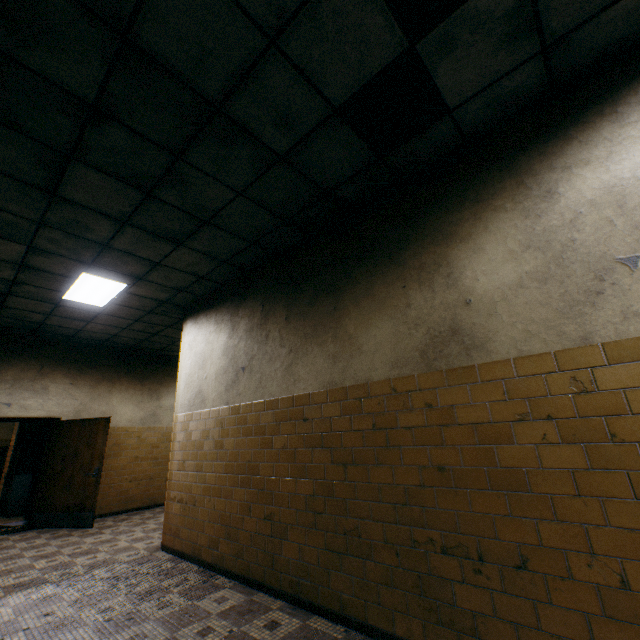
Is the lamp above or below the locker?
above

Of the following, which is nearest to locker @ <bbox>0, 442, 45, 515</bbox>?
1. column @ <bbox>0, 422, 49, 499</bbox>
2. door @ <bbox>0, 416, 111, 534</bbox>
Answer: column @ <bbox>0, 422, 49, 499</bbox>

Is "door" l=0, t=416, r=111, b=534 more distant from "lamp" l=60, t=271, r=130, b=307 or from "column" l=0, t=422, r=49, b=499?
"column" l=0, t=422, r=49, b=499

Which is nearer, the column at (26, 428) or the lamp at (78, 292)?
the lamp at (78, 292)

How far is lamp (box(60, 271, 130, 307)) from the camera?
5.0 meters

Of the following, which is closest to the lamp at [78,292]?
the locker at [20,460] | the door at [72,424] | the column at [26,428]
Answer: the door at [72,424]

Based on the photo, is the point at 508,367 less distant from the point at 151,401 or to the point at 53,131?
the point at 53,131

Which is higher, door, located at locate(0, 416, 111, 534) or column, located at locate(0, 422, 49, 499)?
column, located at locate(0, 422, 49, 499)
